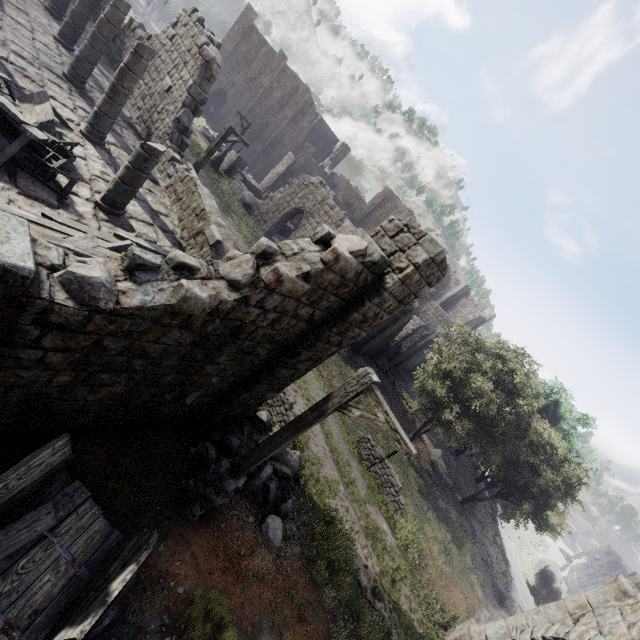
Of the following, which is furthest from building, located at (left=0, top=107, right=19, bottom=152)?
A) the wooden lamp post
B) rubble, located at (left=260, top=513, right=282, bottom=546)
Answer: rubble, located at (left=260, top=513, right=282, bottom=546)

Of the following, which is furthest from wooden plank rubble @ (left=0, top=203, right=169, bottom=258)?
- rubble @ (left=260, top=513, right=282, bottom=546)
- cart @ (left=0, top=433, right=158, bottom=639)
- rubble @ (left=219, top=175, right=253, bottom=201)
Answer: rubble @ (left=219, top=175, right=253, bottom=201)

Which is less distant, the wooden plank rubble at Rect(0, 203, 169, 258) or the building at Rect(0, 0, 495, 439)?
the building at Rect(0, 0, 495, 439)

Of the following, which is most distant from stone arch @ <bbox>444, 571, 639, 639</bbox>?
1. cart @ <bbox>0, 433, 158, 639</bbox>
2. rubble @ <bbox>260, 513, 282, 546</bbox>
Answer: cart @ <bbox>0, 433, 158, 639</bbox>

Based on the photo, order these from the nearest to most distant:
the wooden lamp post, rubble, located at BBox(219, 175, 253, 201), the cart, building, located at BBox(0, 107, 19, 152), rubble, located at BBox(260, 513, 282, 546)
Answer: the cart
the wooden lamp post
building, located at BBox(0, 107, 19, 152)
rubble, located at BBox(260, 513, 282, 546)
rubble, located at BBox(219, 175, 253, 201)

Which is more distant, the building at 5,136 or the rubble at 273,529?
the rubble at 273,529

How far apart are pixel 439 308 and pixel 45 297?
38.1 meters

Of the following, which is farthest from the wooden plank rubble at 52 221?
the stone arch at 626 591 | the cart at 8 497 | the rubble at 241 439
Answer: the stone arch at 626 591
